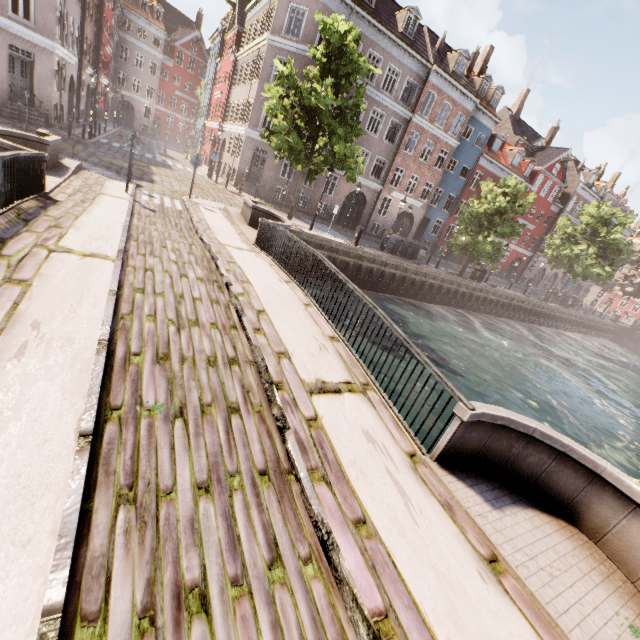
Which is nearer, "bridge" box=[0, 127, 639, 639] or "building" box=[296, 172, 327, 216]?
"bridge" box=[0, 127, 639, 639]

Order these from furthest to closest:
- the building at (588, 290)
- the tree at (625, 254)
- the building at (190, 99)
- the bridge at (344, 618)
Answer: the building at (588, 290) → the tree at (625, 254) → the building at (190, 99) → the bridge at (344, 618)

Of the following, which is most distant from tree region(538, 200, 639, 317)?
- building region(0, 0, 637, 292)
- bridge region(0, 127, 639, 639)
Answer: building region(0, 0, 637, 292)

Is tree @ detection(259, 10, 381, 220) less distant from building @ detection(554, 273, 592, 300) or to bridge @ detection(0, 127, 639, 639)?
bridge @ detection(0, 127, 639, 639)

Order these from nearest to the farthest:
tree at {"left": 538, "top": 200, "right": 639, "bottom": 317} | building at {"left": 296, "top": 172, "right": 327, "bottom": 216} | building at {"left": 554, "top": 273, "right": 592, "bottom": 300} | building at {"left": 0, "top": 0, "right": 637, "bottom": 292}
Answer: building at {"left": 0, "top": 0, "right": 637, "bottom": 292} < building at {"left": 296, "top": 172, "right": 327, "bottom": 216} < tree at {"left": 538, "top": 200, "right": 639, "bottom": 317} < building at {"left": 554, "top": 273, "right": 592, "bottom": 300}

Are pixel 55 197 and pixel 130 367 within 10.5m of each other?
yes

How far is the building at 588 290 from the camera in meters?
50.7 m
